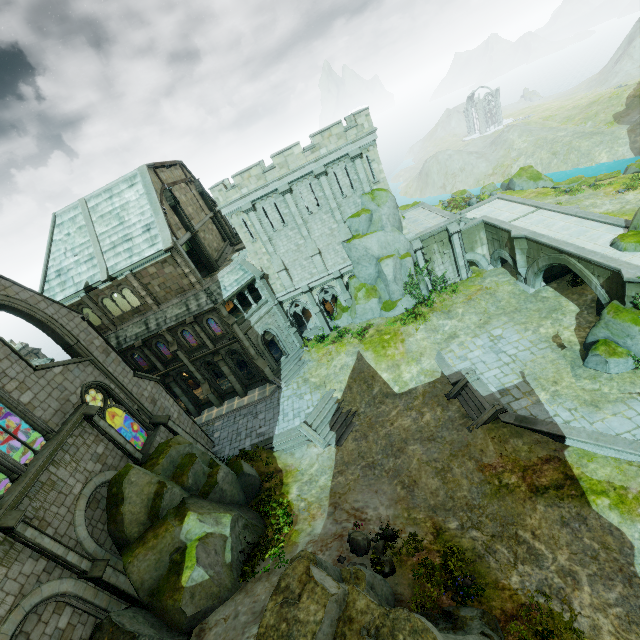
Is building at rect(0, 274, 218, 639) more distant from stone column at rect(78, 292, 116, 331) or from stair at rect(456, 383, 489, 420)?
stair at rect(456, 383, 489, 420)

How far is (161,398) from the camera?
23.47m

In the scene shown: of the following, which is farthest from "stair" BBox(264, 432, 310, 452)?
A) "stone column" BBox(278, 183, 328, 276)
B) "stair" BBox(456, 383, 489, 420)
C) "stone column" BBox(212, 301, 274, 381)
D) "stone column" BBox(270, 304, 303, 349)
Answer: "stone column" BBox(278, 183, 328, 276)

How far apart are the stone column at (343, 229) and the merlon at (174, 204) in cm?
1174

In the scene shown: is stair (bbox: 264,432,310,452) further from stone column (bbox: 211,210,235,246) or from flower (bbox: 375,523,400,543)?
stone column (bbox: 211,210,235,246)

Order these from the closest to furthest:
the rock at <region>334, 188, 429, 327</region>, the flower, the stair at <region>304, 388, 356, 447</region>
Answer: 1. the flower
2. the stair at <region>304, 388, 356, 447</region>
3. the rock at <region>334, 188, 429, 327</region>

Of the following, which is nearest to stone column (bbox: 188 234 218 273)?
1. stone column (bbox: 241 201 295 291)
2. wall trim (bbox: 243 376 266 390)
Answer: stone column (bbox: 241 201 295 291)

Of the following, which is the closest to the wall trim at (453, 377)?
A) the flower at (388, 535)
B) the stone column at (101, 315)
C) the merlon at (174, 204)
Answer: the flower at (388, 535)
